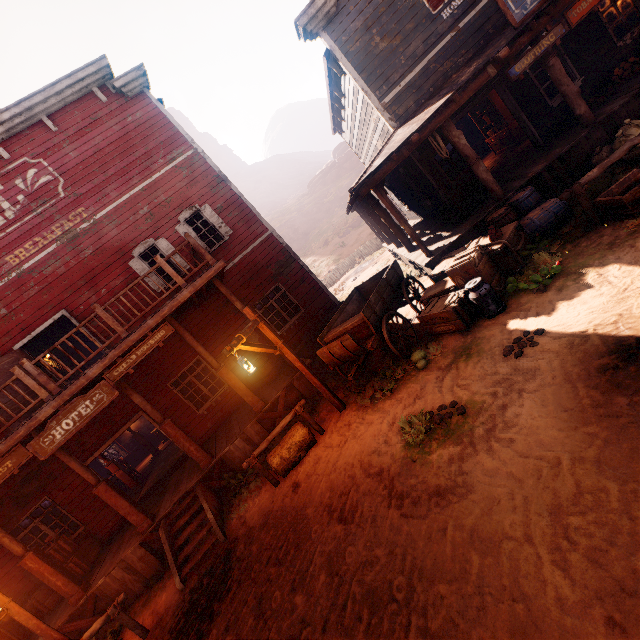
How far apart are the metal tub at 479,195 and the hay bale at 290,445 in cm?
705

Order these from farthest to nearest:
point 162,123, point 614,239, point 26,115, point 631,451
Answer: point 162,123 → point 26,115 → point 614,239 → point 631,451

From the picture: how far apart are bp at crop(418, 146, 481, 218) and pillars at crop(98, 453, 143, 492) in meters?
15.9 m

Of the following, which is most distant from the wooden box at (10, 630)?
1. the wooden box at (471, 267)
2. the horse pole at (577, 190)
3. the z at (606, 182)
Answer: the horse pole at (577, 190)

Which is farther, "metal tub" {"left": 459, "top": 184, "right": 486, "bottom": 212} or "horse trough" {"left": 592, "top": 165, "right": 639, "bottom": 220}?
"metal tub" {"left": 459, "top": 184, "right": 486, "bottom": 212}

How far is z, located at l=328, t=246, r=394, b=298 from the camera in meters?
19.2 m

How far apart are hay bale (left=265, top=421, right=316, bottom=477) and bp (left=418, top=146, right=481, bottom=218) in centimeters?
724cm

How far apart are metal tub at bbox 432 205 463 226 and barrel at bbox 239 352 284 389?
7.0 meters
